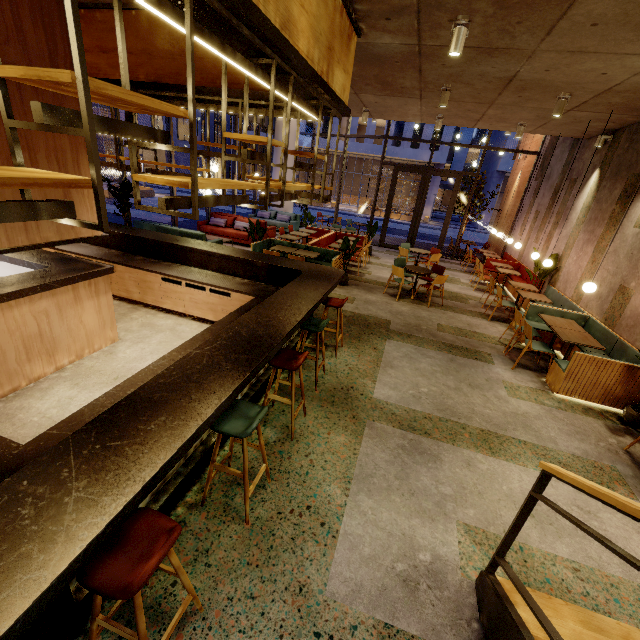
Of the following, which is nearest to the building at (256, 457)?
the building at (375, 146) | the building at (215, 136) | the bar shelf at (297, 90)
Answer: the bar shelf at (297, 90)

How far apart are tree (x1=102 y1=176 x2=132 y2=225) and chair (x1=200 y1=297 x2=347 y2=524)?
7.5m

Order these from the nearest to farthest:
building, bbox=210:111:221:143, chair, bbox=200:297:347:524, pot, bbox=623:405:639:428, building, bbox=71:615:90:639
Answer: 1. building, bbox=71:615:90:639
2. chair, bbox=200:297:347:524
3. pot, bbox=623:405:639:428
4. building, bbox=210:111:221:143

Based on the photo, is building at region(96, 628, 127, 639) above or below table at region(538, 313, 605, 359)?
below

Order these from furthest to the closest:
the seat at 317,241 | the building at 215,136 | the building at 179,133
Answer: A: the building at 215,136, the building at 179,133, the seat at 317,241

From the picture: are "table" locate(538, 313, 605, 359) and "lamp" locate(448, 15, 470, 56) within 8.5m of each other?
yes

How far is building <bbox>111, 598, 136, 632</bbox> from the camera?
2.04m

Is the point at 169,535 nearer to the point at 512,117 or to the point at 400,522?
the point at 400,522
